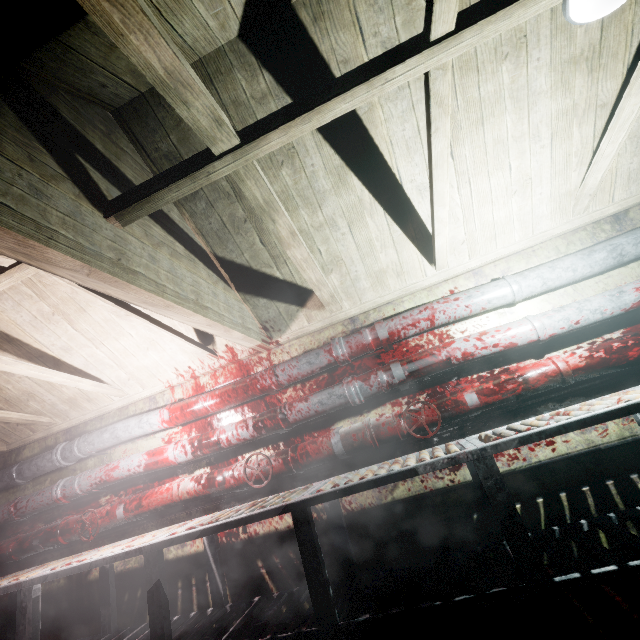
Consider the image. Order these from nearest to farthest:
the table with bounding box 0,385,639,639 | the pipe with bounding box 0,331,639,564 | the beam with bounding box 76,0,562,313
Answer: the beam with bounding box 76,0,562,313 → the table with bounding box 0,385,639,639 → the pipe with bounding box 0,331,639,564

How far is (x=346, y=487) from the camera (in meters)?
1.71

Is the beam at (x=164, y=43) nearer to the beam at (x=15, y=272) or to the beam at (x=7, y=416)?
the beam at (x=15, y=272)

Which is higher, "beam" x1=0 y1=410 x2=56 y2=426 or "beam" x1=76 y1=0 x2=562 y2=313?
"beam" x1=76 y1=0 x2=562 y2=313

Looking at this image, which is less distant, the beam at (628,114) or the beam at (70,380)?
the beam at (628,114)

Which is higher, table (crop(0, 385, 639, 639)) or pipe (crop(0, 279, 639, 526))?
pipe (crop(0, 279, 639, 526))

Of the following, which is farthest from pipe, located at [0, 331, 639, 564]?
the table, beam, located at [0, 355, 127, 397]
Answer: beam, located at [0, 355, 127, 397]

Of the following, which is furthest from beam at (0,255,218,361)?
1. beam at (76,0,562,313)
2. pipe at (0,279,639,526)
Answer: pipe at (0,279,639,526)
